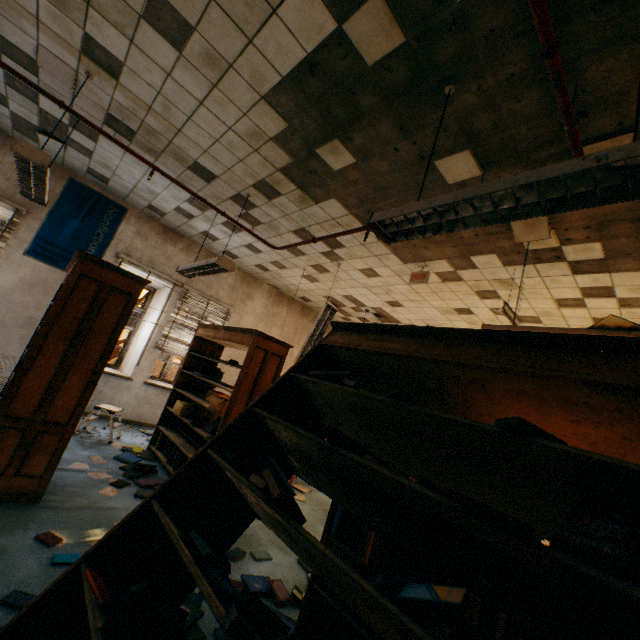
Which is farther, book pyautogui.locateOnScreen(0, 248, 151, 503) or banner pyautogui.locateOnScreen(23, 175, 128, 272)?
banner pyautogui.locateOnScreen(23, 175, 128, 272)

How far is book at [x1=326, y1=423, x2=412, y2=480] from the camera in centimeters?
125cm

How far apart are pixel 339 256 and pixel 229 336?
2.3m

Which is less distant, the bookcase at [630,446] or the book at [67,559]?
the bookcase at [630,446]

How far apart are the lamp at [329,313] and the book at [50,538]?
3.1 meters

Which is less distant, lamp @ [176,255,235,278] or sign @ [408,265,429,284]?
lamp @ [176,255,235,278]

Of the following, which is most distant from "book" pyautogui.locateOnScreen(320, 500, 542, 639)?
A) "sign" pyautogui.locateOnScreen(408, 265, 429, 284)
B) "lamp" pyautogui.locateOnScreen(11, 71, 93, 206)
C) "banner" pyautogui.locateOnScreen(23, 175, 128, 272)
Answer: "banner" pyautogui.locateOnScreen(23, 175, 128, 272)

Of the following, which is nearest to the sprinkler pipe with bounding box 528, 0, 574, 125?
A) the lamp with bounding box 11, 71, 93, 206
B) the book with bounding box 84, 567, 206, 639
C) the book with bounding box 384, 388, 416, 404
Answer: the lamp with bounding box 11, 71, 93, 206
